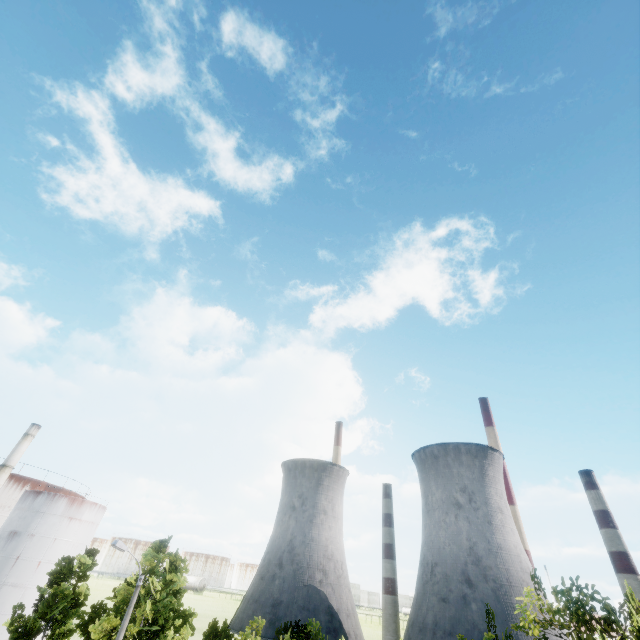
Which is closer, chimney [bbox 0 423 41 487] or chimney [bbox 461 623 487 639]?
chimney [bbox 0 423 41 487]

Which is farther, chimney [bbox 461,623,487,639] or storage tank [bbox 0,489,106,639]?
chimney [bbox 461,623,487,639]

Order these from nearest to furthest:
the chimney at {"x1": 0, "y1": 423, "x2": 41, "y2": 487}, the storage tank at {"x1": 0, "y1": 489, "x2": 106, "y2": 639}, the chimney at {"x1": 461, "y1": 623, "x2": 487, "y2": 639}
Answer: the storage tank at {"x1": 0, "y1": 489, "x2": 106, "y2": 639} < the chimney at {"x1": 0, "y1": 423, "x2": 41, "y2": 487} < the chimney at {"x1": 461, "y1": 623, "x2": 487, "y2": 639}

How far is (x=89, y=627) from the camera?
18.58m

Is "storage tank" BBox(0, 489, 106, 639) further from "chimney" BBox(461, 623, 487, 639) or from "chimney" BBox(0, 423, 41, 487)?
→ "chimney" BBox(461, 623, 487, 639)

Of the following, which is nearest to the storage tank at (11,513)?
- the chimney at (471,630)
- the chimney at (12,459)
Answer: the chimney at (12,459)

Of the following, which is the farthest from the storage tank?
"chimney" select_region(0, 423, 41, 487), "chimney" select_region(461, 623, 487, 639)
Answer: "chimney" select_region(461, 623, 487, 639)

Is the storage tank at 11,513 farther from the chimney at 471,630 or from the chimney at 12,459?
the chimney at 471,630
